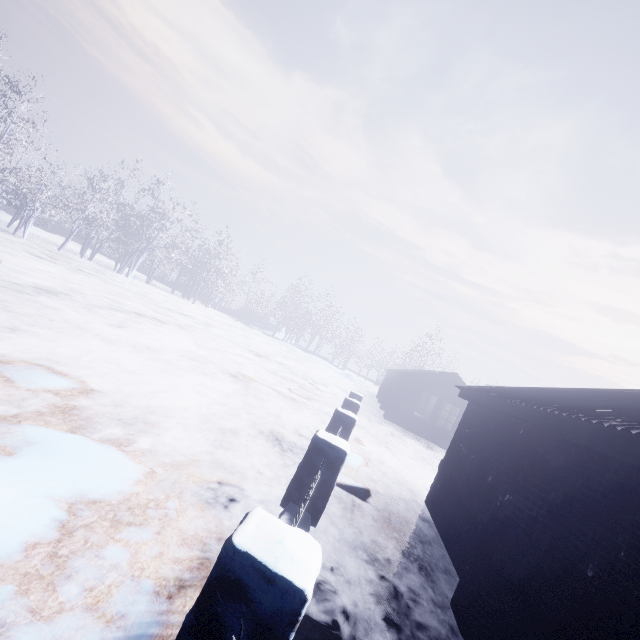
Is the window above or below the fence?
above

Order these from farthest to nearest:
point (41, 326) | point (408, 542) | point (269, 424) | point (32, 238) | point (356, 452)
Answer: point (32, 238)
point (356, 452)
point (269, 424)
point (41, 326)
point (408, 542)

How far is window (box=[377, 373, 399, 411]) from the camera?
18.66m

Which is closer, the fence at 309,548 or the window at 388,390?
the fence at 309,548

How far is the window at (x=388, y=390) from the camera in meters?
18.7 m

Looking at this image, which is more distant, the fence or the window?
the window
